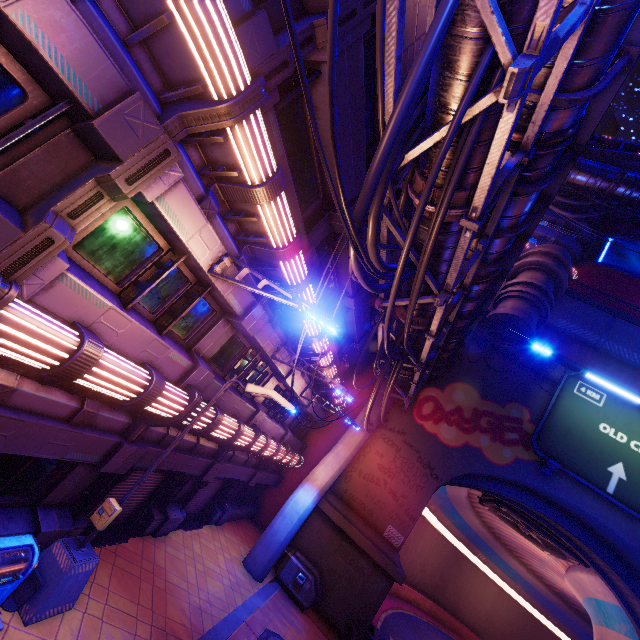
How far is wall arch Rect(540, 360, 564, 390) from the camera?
19.3m

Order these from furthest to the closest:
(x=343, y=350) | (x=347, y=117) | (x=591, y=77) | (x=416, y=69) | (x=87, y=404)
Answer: (x=343, y=350)
(x=347, y=117)
(x=87, y=404)
(x=591, y=77)
(x=416, y=69)

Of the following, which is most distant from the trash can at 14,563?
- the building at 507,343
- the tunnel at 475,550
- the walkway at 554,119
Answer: the walkway at 554,119

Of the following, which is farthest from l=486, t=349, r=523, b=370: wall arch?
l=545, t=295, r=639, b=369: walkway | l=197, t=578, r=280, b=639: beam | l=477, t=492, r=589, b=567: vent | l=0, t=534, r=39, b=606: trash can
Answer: l=0, t=534, r=39, b=606: trash can

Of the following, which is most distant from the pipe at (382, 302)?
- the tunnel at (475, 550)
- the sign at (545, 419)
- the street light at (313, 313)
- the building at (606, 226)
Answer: the building at (606, 226)

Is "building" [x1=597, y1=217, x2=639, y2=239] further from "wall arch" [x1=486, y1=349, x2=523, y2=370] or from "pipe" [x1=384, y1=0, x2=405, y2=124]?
"pipe" [x1=384, y1=0, x2=405, y2=124]

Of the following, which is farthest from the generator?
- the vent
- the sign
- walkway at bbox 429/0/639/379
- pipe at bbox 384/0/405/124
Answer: walkway at bbox 429/0/639/379

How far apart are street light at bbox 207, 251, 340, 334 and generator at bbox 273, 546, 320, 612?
14.5 meters
